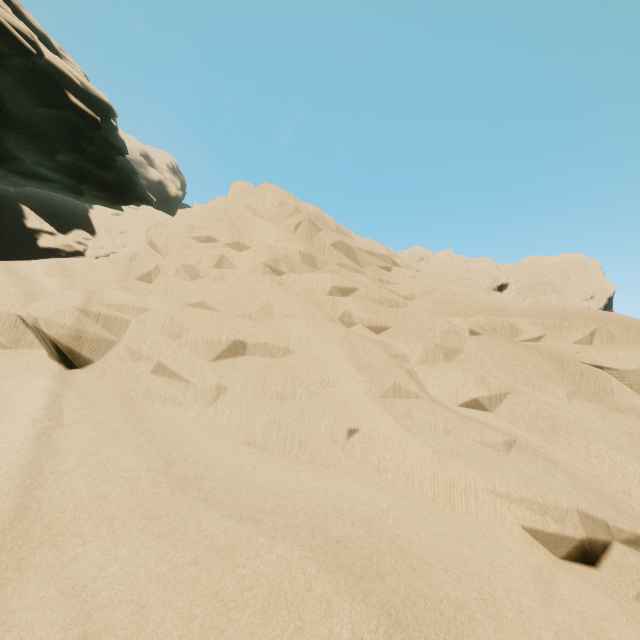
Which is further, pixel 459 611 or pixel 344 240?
pixel 344 240
